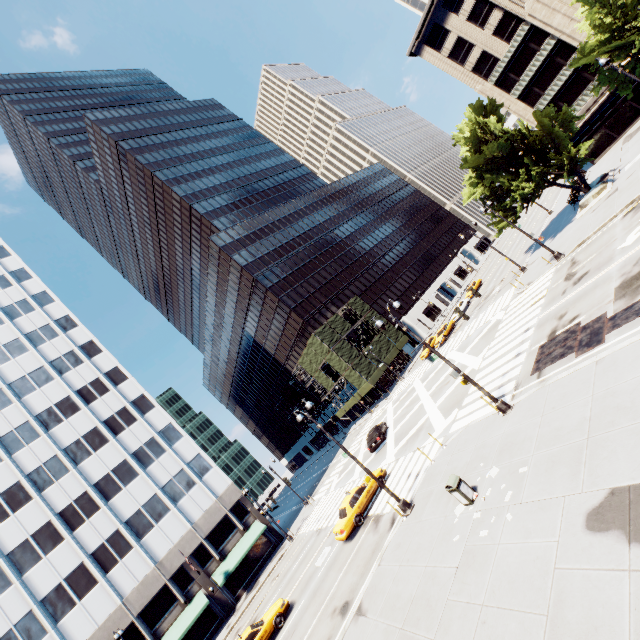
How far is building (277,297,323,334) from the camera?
58.75m

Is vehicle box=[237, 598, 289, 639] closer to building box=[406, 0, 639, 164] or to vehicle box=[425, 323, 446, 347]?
vehicle box=[425, 323, 446, 347]

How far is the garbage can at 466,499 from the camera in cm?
1176

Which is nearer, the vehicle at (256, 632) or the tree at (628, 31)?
the vehicle at (256, 632)

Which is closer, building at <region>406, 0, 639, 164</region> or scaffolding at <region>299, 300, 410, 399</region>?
building at <region>406, 0, 639, 164</region>

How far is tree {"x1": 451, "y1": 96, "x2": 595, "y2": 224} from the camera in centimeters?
2812cm

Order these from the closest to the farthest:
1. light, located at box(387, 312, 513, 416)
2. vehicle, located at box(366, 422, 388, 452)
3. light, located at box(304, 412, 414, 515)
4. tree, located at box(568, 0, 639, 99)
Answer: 1. light, located at box(387, 312, 513, 416)
2. light, located at box(304, 412, 414, 515)
3. tree, located at box(568, 0, 639, 99)
4. vehicle, located at box(366, 422, 388, 452)

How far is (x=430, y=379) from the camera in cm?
3400
